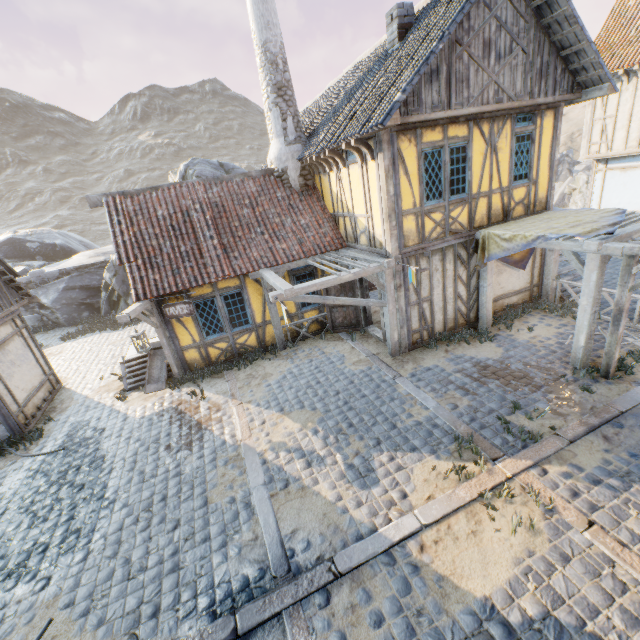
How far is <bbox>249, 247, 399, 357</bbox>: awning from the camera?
7.8 meters

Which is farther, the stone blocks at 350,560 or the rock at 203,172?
the rock at 203,172

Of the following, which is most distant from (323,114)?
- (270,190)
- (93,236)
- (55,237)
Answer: (93,236)

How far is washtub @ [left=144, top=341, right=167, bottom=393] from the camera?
10.0m

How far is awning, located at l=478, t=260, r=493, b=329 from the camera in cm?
923

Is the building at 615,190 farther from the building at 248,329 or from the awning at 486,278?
the building at 248,329

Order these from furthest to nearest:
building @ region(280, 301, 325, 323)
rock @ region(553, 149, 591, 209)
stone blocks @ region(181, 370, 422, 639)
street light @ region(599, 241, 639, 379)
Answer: rock @ region(553, 149, 591, 209)
building @ region(280, 301, 325, 323)
street light @ region(599, 241, 639, 379)
stone blocks @ region(181, 370, 422, 639)

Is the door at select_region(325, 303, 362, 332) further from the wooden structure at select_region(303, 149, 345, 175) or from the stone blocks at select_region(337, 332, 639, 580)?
the wooden structure at select_region(303, 149, 345, 175)
